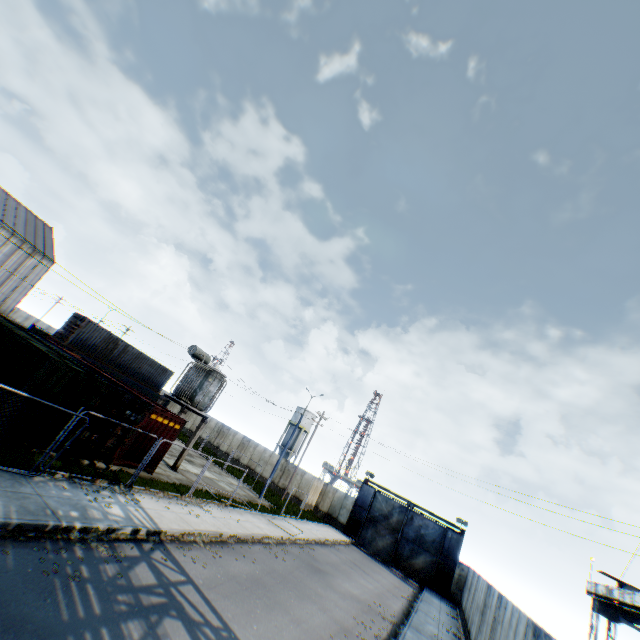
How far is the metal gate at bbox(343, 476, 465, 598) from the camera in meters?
31.0 m

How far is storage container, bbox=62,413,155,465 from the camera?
13.37m

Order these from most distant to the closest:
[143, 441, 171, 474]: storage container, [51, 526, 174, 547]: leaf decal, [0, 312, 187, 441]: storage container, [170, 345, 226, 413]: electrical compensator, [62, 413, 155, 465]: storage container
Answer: [170, 345, 226, 413]: electrical compensator
[143, 441, 171, 474]: storage container
[62, 413, 155, 465]: storage container
[0, 312, 187, 441]: storage container
[51, 526, 174, 547]: leaf decal

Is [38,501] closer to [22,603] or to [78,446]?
[22,603]

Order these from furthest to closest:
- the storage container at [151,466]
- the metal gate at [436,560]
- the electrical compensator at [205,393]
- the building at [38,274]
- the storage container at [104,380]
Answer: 1. the building at [38,274]
2. the metal gate at [436,560]
3. the electrical compensator at [205,393]
4. the storage container at [151,466]
5. the storage container at [104,380]

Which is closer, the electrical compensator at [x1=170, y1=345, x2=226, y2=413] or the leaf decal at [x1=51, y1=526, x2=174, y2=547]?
the leaf decal at [x1=51, y1=526, x2=174, y2=547]

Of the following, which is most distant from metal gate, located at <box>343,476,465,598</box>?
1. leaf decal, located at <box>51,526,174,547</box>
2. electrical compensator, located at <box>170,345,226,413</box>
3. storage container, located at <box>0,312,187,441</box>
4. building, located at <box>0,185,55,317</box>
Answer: building, located at <box>0,185,55,317</box>

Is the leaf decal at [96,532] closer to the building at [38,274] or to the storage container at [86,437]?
the storage container at [86,437]
